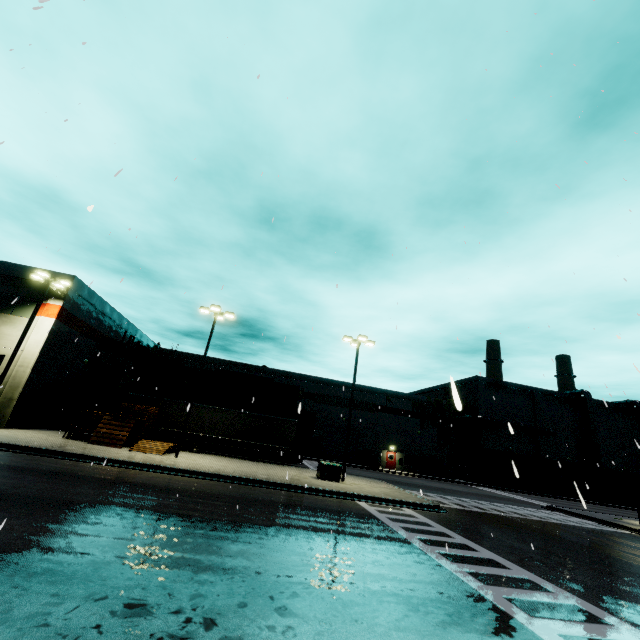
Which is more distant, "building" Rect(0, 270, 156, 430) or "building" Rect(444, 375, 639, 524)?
"building" Rect(444, 375, 639, 524)

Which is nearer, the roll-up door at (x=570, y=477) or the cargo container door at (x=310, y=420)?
the cargo container door at (x=310, y=420)

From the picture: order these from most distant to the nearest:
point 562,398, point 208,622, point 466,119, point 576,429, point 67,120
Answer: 1. point 562,398
2. point 576,429
3. point 466,119
4. point 67,120
5. point 208,622

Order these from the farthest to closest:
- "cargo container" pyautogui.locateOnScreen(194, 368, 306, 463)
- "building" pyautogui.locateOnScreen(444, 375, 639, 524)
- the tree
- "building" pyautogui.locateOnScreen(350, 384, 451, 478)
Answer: "building" pyautogui.locateOnScreen(444, 375, 639, 524) < the tree < "building" pyautogui.locateOnScreen(350, 384, 451, 478) < "cargo container" pyautogui.locateOnScreen(194, 368, 306, 463)

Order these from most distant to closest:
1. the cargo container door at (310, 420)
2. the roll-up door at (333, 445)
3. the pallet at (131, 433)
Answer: the roll-up door at (333, 445), the cargo container door at (310, 420), the pallet at (131, 433)

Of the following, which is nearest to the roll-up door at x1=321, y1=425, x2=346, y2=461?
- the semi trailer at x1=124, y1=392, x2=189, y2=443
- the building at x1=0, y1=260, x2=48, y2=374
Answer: the building at x1=0, y1=260, x2=48, y2=374

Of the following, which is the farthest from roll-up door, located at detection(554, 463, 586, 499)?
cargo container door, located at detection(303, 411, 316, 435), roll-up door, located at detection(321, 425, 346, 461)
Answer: roll-up door, located at detection(321, 425, 346, 461)

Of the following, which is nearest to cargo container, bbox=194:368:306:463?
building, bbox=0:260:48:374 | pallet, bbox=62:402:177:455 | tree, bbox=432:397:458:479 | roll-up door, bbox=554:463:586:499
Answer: building, bbox=0:260:48:374
